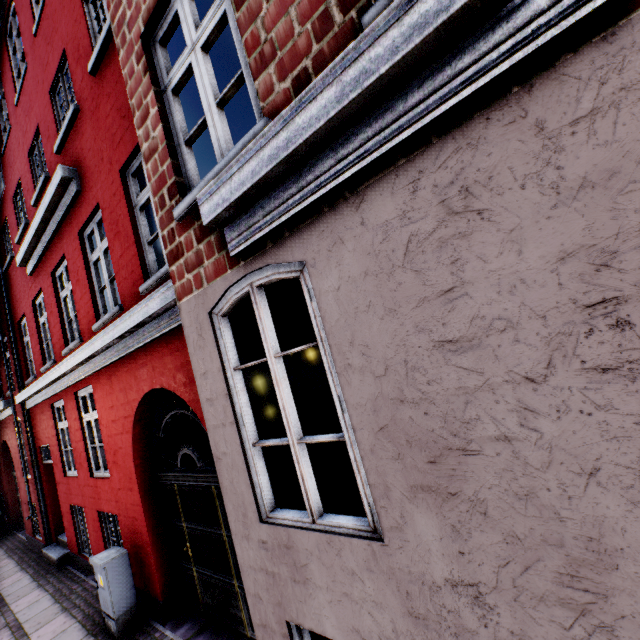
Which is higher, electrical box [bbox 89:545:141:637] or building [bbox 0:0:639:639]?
building [bbox 0:0:639:639]

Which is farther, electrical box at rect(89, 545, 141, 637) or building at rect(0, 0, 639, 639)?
electrical box at rect(89, 545, 141, 637)

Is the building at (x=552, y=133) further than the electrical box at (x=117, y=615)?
No

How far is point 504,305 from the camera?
1.4m

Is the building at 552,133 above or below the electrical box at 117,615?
above
